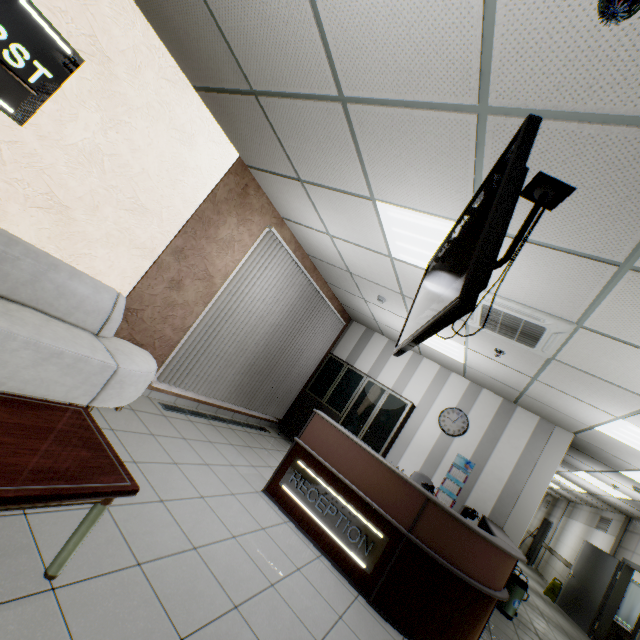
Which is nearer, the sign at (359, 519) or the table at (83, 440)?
the table at (83, 440)

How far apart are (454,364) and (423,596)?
4.10m

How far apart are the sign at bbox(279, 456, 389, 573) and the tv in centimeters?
206cm

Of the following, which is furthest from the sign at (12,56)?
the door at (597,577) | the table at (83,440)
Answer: the door at (597,577)

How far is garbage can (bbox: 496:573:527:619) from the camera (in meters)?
5.50

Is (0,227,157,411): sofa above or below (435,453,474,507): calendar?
below

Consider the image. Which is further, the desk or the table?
the desk

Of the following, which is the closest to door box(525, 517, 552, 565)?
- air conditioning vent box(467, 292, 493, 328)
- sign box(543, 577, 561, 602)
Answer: sign box(543, 577, 561, 602)
